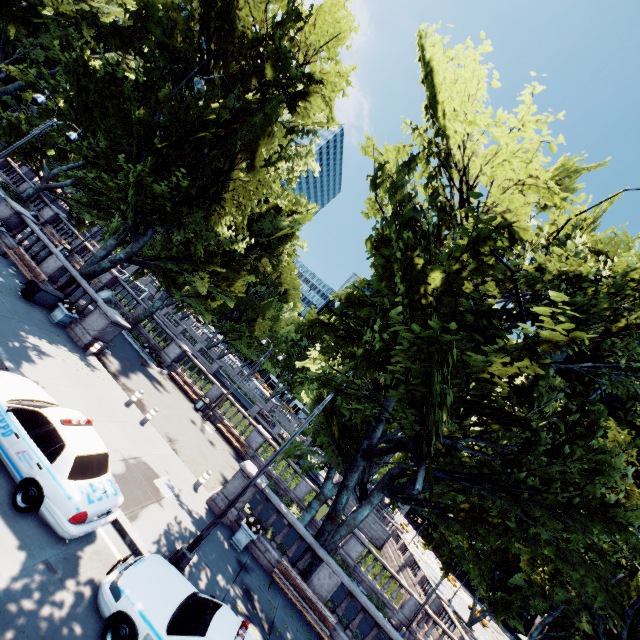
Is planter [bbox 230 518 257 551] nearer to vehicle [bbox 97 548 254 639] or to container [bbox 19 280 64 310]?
vehicle [bbox 97 548 254 639]

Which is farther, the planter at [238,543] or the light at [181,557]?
the planter at [238,543]

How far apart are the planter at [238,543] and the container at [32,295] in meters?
14.5

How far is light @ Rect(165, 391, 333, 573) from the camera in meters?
9.0

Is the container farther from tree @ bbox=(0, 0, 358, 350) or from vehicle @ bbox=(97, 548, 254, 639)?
vehicle @ bbox=(97, 548, 254, 639)

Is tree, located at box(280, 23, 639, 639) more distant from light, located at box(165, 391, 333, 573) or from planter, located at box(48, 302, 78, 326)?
planter, located at box(48, 302, 78, 326)

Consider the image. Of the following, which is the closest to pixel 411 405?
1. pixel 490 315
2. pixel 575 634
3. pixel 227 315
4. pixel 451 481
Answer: pixel 490 315

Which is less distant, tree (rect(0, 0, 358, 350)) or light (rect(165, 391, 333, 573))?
light (rect(165, 391, 333, 573))
